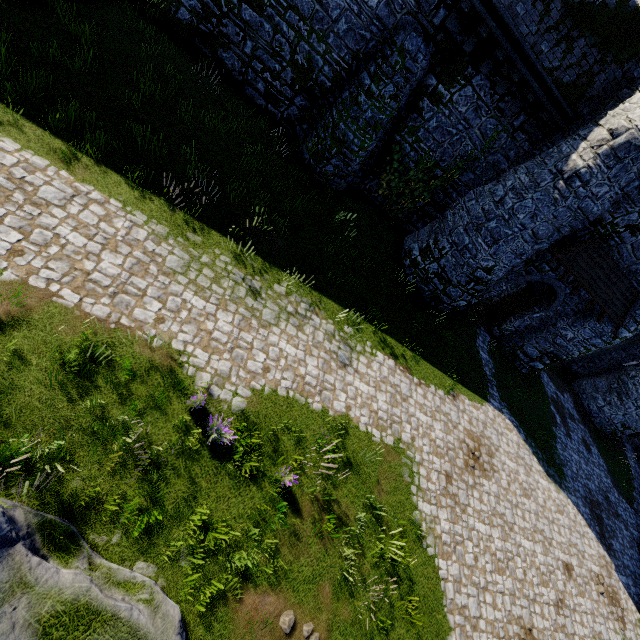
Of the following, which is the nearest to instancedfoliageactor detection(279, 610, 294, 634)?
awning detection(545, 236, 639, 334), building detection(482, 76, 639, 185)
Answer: awning detection(545, 236, 639, 334)

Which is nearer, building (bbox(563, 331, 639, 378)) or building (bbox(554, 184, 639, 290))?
building (bbox(554, 184, 639, 290))

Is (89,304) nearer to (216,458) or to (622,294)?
(216,458)

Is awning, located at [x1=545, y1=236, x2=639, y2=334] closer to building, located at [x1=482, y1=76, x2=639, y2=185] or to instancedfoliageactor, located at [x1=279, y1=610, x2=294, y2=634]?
building, located at [x1=482, y1=76, x2=639, y2=185]

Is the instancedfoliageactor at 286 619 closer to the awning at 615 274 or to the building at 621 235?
the awning at 615 274

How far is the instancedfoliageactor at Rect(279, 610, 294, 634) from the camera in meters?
6.0 m

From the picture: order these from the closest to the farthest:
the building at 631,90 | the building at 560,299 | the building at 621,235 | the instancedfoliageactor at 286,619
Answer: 1. the instancedfoliageactor at 286,619
2. the building at 631,90
3. the building at 621,235
4. the building at 560,299

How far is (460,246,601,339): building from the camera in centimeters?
1453cm
